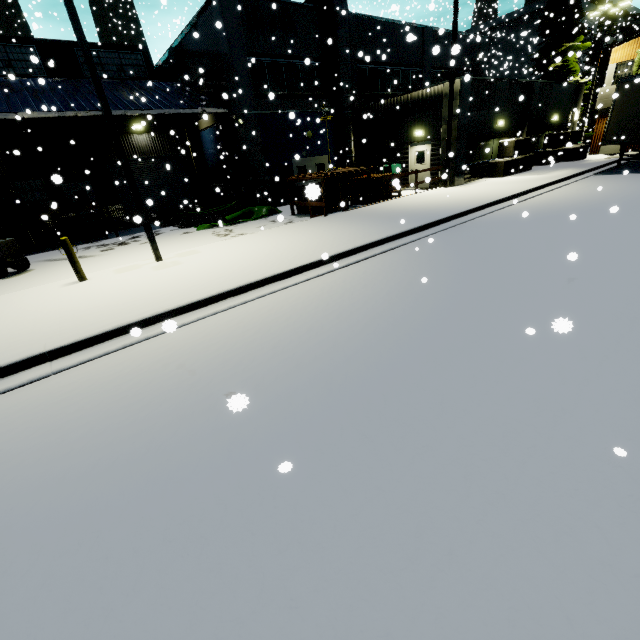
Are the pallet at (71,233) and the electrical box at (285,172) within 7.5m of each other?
no

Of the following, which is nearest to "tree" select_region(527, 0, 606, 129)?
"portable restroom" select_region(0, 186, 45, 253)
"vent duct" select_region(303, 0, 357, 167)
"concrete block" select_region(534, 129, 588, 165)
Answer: "concrete block" select_region(534, 129, 588, 165)

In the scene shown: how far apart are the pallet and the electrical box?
9.4 meters

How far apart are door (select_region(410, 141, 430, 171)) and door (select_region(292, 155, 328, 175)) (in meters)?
5.41

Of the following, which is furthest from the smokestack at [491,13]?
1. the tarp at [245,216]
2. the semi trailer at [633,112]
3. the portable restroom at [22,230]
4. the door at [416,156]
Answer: the portable restroom at [22,230]

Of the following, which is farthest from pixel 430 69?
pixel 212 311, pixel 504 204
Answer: pixel 212 311

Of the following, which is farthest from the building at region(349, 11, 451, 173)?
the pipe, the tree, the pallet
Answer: the pallet
